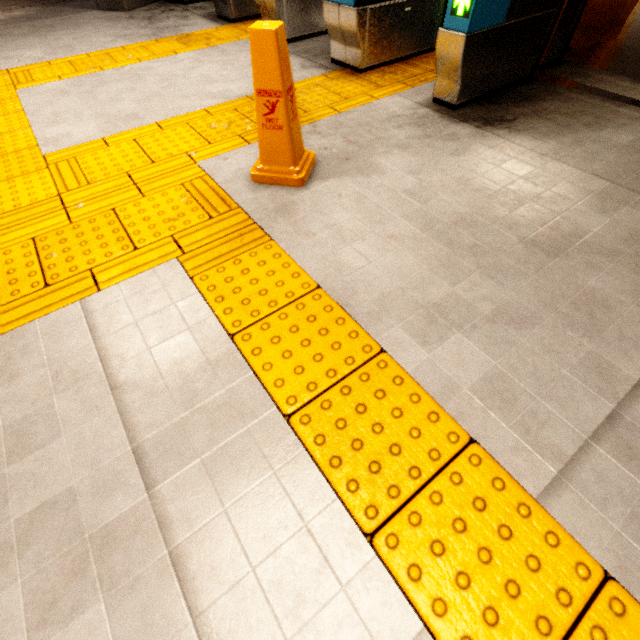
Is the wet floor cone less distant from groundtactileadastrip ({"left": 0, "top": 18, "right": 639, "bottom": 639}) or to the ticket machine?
groundtactileadastrip ({"left": 0, "top": 18, "right": 639, "bottom": 639})

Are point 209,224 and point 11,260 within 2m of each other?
yes

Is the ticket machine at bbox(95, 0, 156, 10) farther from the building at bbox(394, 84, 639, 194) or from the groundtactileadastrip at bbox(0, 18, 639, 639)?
the building at bbox(394, 84, 639, 194)

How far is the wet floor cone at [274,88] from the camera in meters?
1.7 m

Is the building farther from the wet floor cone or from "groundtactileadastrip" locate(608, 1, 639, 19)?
the wet floor cone

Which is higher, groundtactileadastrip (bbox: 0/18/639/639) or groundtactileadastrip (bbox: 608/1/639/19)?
groundtactileadastrip (bbox: 608/1/639/19)

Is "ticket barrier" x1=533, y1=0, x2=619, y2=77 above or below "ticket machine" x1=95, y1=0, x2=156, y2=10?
above

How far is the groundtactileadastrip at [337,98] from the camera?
2.9 meters
